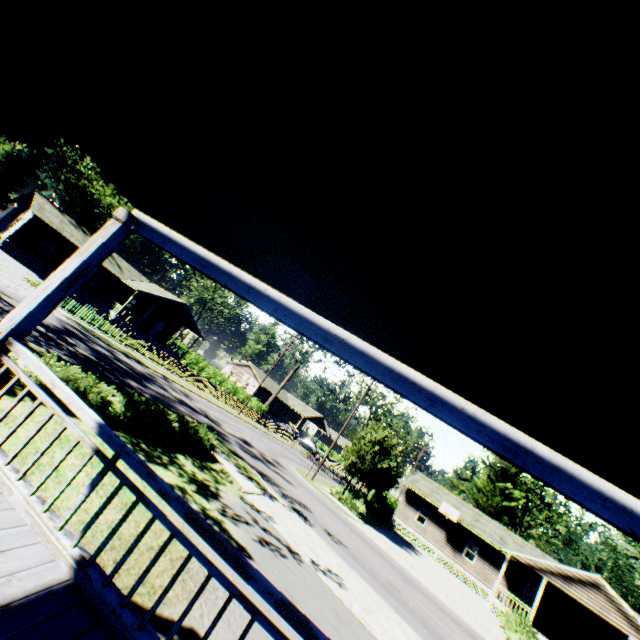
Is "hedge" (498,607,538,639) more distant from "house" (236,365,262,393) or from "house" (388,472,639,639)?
"house" (236,365,262,393)

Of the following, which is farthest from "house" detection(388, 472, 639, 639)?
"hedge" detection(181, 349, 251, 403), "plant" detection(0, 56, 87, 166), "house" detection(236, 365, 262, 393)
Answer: "house" detection(236, 365, 262, 393)

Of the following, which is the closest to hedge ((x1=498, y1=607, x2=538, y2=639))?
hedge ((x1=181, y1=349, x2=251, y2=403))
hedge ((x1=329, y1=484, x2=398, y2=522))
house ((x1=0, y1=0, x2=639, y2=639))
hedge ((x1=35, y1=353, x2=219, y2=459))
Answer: hedge ((x1=329, y1=484, x2=398, y2=522))

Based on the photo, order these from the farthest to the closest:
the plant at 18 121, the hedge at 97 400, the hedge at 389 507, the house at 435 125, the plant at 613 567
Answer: the plant at 613 567 → the plant at 18 121 → the hedge at 389 507 → the hedge at 97 400 → the house at 435 125

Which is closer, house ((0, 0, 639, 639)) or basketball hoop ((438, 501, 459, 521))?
house ((0, 0, 639, 639))

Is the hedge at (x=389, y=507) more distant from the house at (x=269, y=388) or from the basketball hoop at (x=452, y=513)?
the house at (x=269, y=388)

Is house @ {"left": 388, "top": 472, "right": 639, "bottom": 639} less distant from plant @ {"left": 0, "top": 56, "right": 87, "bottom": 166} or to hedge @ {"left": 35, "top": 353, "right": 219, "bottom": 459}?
plant @ {"left": 0, "top": 56, "right": 87, "bottom": 166}

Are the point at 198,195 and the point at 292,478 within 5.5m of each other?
no
